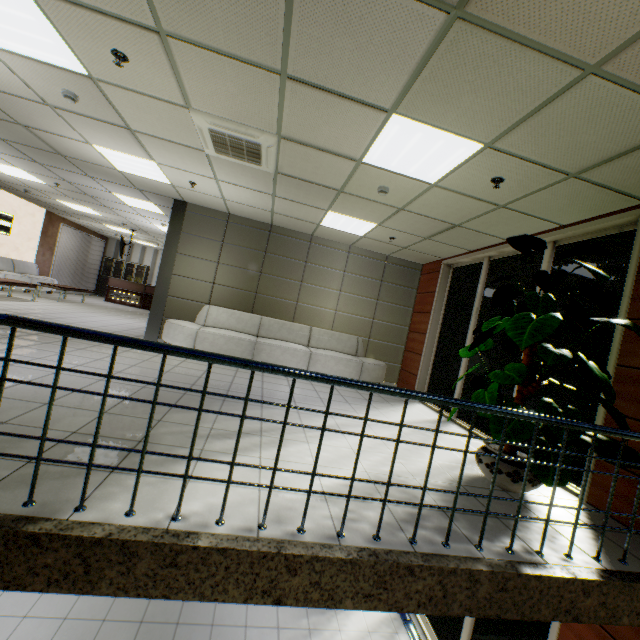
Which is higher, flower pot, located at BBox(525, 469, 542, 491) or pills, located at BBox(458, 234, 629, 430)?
pills, located at BBox(458, 234, 629, 430)

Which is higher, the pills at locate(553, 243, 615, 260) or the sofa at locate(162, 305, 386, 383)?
the pills at locate(553, 243, 615, 260)

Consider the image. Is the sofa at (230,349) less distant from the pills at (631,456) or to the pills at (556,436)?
the pills at (556,436)

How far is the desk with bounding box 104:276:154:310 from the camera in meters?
14.9

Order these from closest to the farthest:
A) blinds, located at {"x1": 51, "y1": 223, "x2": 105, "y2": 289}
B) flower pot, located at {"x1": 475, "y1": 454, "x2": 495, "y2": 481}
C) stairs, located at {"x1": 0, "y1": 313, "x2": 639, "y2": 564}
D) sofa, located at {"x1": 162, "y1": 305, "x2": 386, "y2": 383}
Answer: stairs, located at {"x1": 0, "y1": 313, "x2": 639, "y2": 564}
flower pot, located at {"x1": 475, "y1": 454, "x2": 495, "y2": 481}
sofa, located at {"x1": 162, "y1": 305, "x2": 386, "y2": 383}
blinds, located at {"x1": 51, "y1": 223, "x2": 105, "y2": 289}

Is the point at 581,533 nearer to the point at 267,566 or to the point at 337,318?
the point at 267,566

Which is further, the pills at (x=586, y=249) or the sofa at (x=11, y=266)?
the sofa at (x=11, y=266)

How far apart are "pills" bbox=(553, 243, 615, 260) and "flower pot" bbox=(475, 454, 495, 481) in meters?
2.1 m
